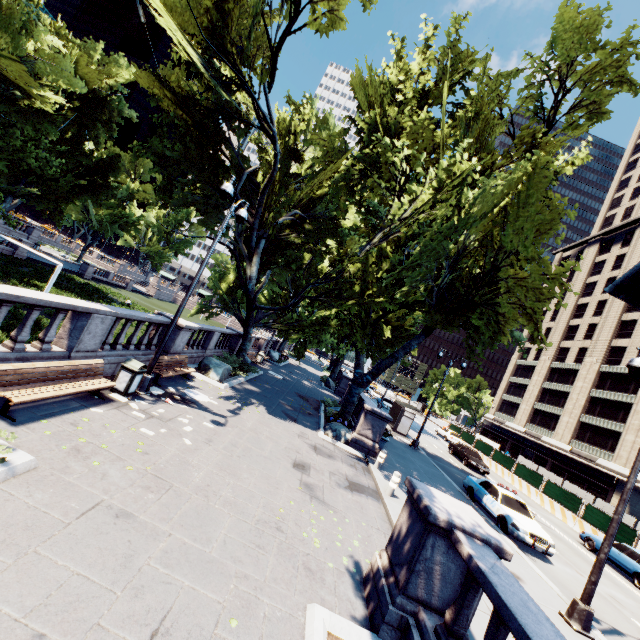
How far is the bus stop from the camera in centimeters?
2641cm

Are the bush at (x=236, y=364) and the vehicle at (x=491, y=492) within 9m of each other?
no

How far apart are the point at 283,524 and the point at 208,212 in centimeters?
1754cm

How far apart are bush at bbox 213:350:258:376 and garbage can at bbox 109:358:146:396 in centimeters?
860cm

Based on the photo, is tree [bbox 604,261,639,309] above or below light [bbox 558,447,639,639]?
above

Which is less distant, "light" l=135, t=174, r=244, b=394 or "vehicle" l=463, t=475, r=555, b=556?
"light" l=135, t=174, r=244, b=394

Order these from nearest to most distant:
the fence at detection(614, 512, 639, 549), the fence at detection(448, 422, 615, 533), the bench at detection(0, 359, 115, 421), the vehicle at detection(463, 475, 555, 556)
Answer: the bench at detection(0, 359, 115, 421)
the vehicle at detection(463, 475, 555, 556)
the fence at detection(614, 512, 639, 549)
the fence at detection(448, 422, 615, 533)

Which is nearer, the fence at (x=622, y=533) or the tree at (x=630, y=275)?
the tree at (x=630, y=275)
